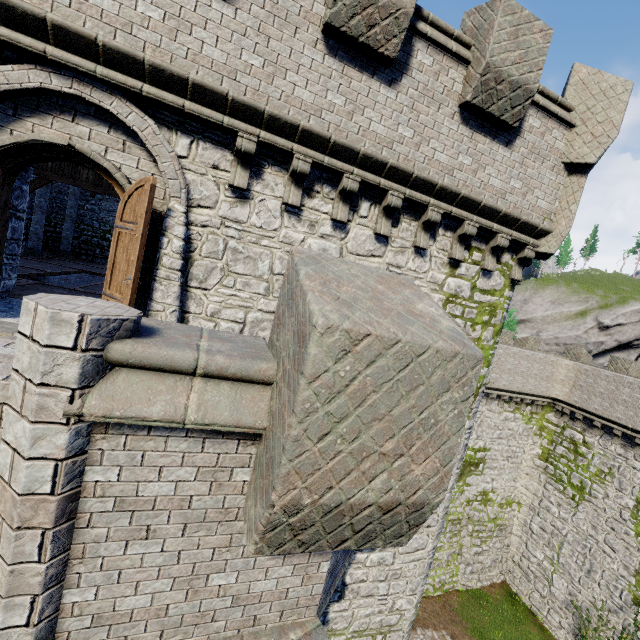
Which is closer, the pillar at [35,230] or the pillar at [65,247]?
the pillar at [35,230]

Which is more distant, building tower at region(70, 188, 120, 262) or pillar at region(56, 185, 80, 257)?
building tower at region(70, 188, 120, 262)

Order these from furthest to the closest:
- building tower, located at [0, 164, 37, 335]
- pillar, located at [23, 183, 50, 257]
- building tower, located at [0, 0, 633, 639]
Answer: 1. pillar, located at [23, 183, 50, 257]
2. building tower, located at [0, 164, 37, 335]
3. building tower, located at [0, 0, 633, 639]

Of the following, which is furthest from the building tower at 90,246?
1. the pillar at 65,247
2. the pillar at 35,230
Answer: the pillar at 35,230

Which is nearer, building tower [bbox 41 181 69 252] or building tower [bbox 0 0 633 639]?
building tower [bbox 0 0 633 639]

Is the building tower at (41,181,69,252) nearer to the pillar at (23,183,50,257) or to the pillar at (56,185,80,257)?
the pillar at (56,185,80,257)

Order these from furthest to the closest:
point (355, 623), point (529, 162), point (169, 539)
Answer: point (355, 623) < point (529, 162) < point (169, 539)
